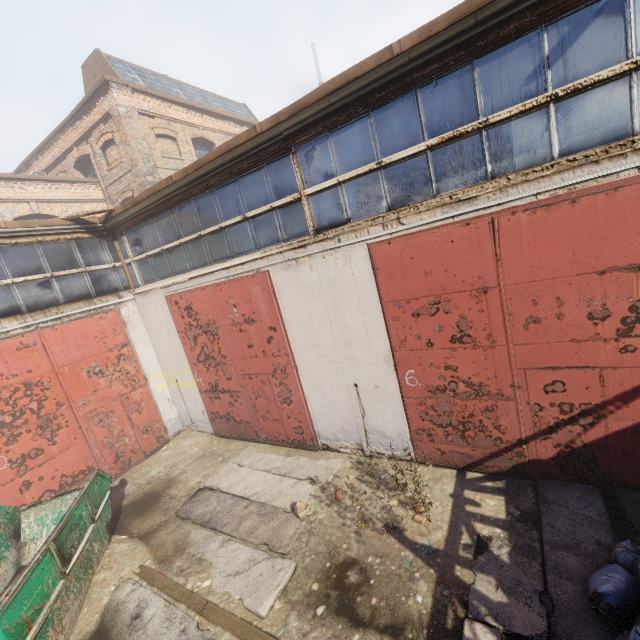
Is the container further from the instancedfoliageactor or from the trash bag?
the trash bag

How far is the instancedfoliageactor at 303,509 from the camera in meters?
5.7 m

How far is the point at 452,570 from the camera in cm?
425

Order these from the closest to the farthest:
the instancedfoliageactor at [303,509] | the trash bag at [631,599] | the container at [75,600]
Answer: the trash bag at [631,599]
the container at [75,600]
the instancedfoliageactor at [303,509]

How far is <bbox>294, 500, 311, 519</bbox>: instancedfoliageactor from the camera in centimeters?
568cm

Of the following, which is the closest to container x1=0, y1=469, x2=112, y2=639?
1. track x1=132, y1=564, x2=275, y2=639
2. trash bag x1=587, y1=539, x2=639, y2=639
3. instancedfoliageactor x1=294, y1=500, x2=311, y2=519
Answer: track x1=132, y1=564, x2=275, y2=639

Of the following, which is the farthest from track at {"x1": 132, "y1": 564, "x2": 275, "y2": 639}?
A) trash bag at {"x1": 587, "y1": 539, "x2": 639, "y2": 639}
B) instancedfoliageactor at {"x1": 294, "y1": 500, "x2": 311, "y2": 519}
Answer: instancedfoliageactor at {"x1": 294, "y1": 500, "x2": 311, "y2": 519}

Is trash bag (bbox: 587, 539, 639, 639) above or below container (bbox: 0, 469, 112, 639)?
below
